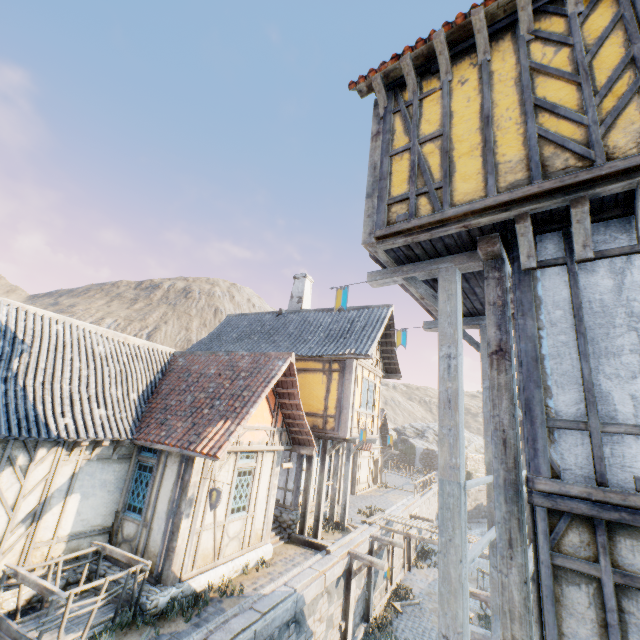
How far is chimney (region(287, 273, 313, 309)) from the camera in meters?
17.8 m

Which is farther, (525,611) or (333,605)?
(333,605)

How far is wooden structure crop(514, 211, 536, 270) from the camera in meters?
3.7 m

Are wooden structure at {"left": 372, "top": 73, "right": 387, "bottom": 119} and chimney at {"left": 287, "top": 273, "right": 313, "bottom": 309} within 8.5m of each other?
no

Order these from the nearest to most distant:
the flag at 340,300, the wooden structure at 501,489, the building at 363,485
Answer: the wooden structure at 501,489, the flag at 340,300, the building at 363,485

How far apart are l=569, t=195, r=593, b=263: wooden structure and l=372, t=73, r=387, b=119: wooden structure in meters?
3.3

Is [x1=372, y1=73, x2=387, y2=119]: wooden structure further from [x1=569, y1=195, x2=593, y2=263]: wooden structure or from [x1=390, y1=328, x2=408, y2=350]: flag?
[x1=569, y1=195, x2=593, y2=263]: wooden structure

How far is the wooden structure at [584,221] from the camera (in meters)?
3.32
